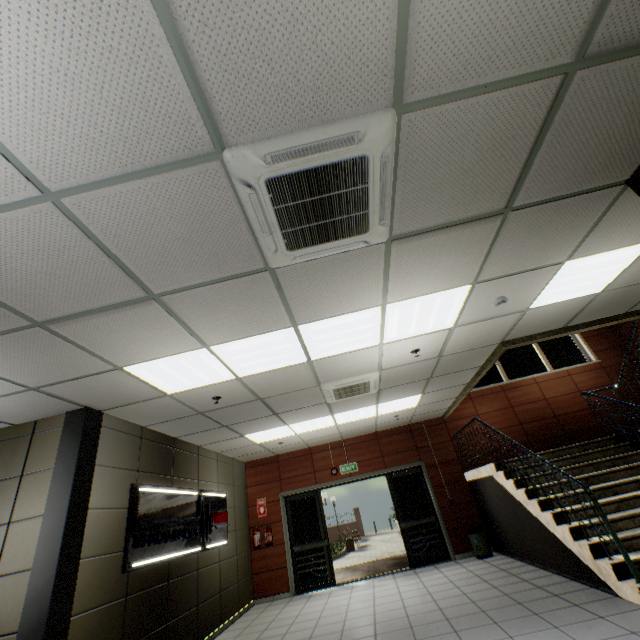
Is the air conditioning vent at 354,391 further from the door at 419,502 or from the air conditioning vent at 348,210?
the door at 419,502

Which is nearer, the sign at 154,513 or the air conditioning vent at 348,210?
the air conditioning vent at 348,210

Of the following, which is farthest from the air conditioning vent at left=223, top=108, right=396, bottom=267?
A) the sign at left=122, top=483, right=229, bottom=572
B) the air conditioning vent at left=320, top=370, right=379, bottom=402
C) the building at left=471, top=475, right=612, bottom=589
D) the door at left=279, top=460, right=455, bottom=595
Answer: the door at left=279, top=460, right=455, bottom=595

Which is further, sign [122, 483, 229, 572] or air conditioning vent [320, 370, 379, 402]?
air conditioning vent [320, 370, 379, 402]

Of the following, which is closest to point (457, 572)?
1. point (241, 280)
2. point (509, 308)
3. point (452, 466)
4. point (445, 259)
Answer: point (452, 466)

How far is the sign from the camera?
4.5m

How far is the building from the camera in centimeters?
481cm

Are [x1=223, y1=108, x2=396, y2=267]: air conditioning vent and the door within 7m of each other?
no
